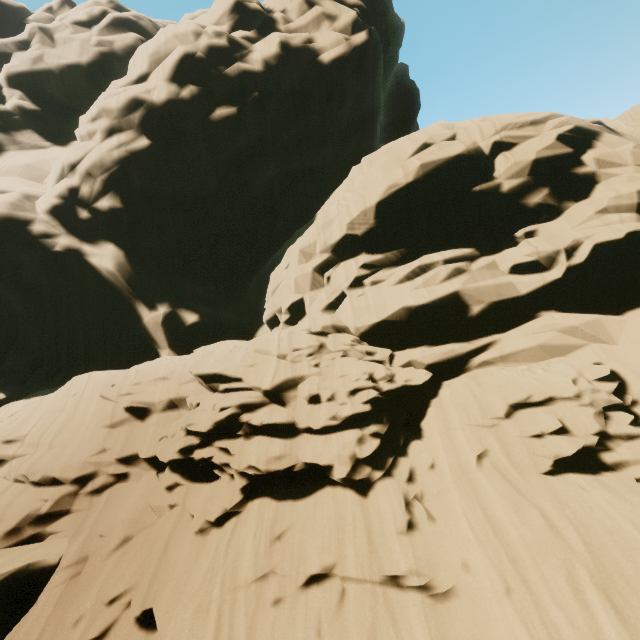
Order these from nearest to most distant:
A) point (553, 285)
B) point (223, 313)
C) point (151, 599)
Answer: point (151, 599) < point (553, 285) < point (223, 313)
